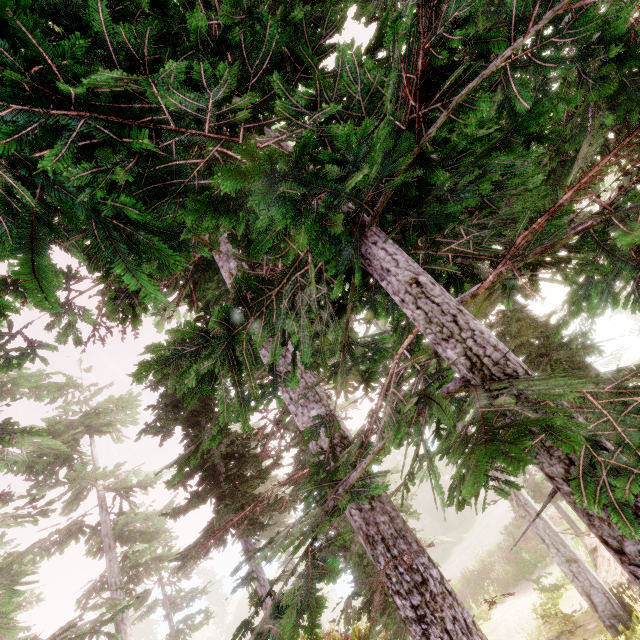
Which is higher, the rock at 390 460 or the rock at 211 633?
the rock at 390 460

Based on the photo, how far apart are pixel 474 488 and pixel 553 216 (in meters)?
1.78

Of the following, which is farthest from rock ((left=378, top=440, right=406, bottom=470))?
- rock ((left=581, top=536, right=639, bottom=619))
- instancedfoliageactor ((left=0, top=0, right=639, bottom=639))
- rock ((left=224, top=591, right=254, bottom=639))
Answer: rock ((left=581, top=536, right=639, bottom=619))

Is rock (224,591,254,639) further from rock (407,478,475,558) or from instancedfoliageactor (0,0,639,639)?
rock (407,478,475,558)

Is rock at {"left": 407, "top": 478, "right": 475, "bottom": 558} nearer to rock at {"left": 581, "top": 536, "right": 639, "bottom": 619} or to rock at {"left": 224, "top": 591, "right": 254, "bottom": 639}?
rock at {"left": 224, "top": 591, "right": 254, "bottom": 639}

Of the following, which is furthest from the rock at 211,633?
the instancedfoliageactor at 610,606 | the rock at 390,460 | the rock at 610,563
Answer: the rock at 610,563

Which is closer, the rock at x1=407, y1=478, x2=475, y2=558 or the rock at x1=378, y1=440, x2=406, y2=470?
the rock at x1=407, y1=478, x2=475, y2=558
